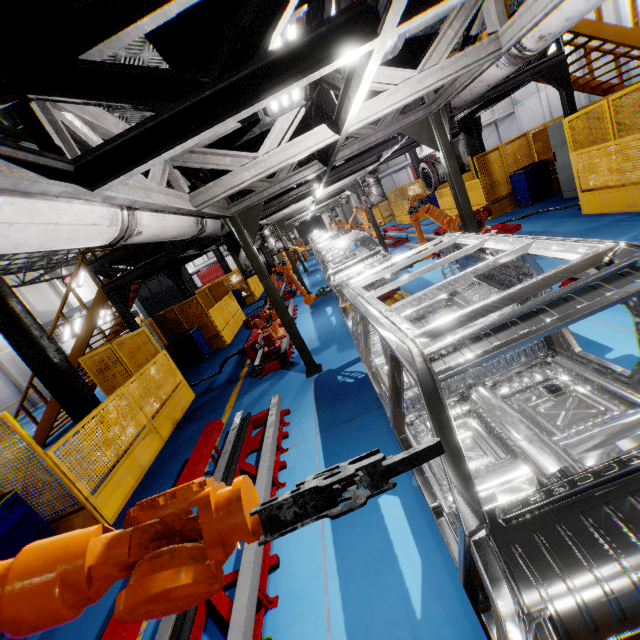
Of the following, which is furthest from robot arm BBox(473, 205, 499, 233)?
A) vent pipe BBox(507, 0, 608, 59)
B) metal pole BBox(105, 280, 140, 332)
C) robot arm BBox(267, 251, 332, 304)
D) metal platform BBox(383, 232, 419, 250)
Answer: metal pole BBox(105, 280, 140, 332)

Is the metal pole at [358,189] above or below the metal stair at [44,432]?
above

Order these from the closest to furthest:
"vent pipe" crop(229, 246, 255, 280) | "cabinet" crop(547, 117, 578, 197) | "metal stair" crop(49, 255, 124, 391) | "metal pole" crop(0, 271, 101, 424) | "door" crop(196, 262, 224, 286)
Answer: "metal pole" crop(0, 271, 101, 424) < "vent pipe" crop(229, 246, 255, 280) < "cabinet" crop(547, 117, 578, 197) < "metal stair" crop(49, 255, 124, 391) < "door" crop(196, 262, 224, 286)

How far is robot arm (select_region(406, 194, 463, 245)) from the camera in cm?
749

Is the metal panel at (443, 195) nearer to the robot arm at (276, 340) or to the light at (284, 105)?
the robot arm at (276, 340)

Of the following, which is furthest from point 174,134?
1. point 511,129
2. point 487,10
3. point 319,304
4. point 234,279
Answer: point 511,129

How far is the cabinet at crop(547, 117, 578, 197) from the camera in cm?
895

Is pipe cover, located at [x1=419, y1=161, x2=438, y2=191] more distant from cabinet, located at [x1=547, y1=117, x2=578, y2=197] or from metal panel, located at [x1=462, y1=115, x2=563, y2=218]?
cabinet, located at [x1=547, y1=117, x2=578, y2=197]
